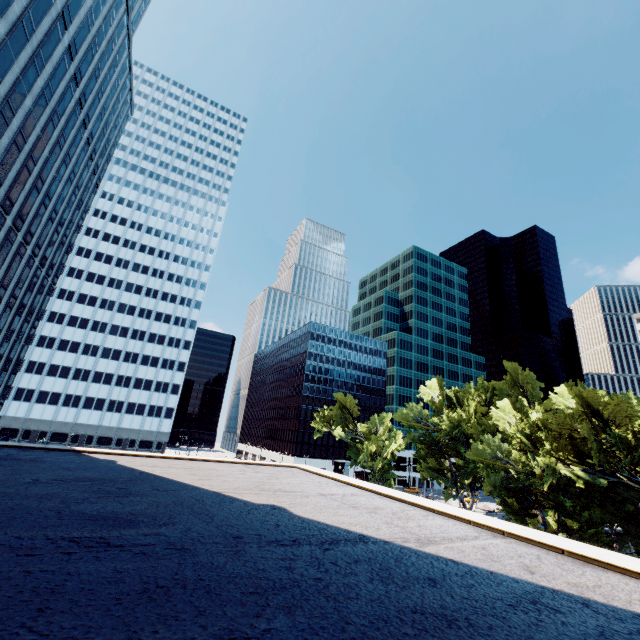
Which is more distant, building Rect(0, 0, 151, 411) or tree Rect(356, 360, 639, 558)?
tree Rect(356, 360, 639, 558)

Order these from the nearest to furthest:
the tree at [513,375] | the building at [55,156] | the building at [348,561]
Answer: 1. the building at [348,561]
2. the building at [55,156]
3. the tree at [513,375]

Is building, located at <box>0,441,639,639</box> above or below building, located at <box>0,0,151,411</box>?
below

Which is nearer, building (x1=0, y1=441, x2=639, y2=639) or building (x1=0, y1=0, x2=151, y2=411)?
building (x1=0, y1=441, x2=639, y2=639)

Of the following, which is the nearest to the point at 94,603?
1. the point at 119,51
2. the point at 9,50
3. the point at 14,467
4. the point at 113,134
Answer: the point at 14,467

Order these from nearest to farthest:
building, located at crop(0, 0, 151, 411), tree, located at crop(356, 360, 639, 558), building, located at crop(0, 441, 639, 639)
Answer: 1. building, located at crop(0, 441, 639, 639)
2. building, located at crop(0, 0, 151, 411)
3. tree, located at crop(356, 360, 639, 558)

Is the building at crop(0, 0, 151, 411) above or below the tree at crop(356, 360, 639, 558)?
above

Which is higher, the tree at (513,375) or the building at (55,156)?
the building at (55,156)
